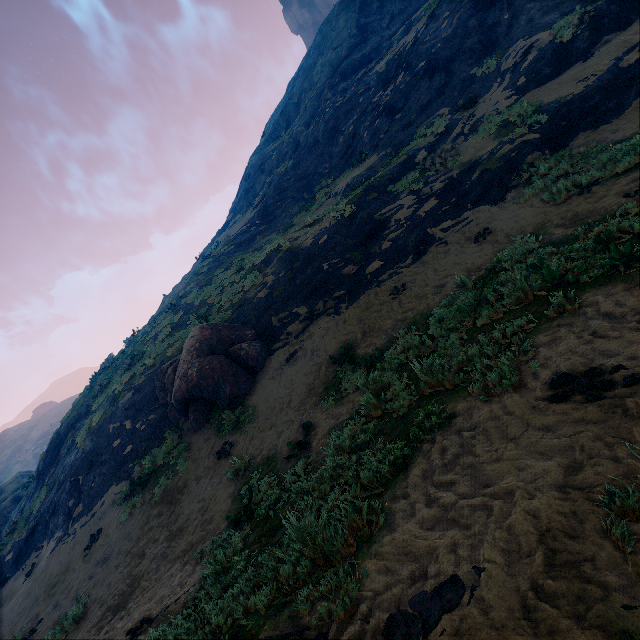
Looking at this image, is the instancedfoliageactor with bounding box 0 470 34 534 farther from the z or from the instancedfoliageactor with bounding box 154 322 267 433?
the instancedfoliageactor with bounding box 154 322 267 433

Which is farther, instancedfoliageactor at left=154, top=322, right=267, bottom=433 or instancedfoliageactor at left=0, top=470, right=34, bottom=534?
instancedfoliageactor at left=0, top=470, right=34, bottom=534

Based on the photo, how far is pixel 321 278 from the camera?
12.77m

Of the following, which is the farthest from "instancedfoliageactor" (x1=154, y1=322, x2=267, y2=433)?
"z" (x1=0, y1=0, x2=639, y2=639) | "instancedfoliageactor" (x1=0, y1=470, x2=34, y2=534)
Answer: "instancedfoliageactor" (x1=0, y1=470, x2=34, y2=534)

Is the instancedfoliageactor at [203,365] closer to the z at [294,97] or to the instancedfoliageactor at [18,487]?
the z at [294,97]

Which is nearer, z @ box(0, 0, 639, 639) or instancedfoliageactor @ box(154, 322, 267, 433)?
z @ box(0, 0, 639, 639)

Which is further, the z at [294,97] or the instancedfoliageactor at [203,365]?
the instancedfoliageactor at [203,365]

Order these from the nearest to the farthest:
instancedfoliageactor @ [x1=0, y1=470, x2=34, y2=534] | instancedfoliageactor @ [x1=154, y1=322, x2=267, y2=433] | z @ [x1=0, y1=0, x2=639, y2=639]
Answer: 1. z @ [x1=0, y1=0, x2=639, y2=639]
2. instancedfoliageactor @ [x1=154, y1=322, x2=267, y2=433]
3. instancedfoliageactor @ [x1=0, y1=470, x2=34, y2=534]
